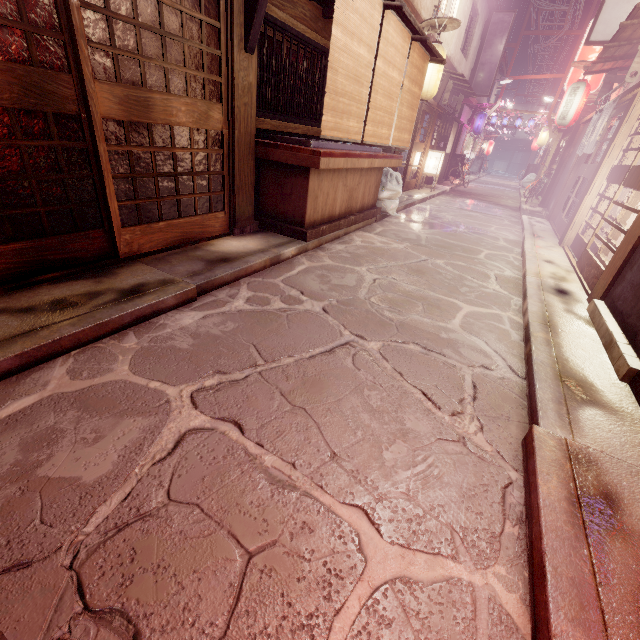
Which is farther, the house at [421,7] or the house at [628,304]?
the house at [421,7]

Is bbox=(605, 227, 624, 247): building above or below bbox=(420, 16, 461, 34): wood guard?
below

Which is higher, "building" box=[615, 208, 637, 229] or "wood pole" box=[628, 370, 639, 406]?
"building" box=[615, 208, 637, 229]

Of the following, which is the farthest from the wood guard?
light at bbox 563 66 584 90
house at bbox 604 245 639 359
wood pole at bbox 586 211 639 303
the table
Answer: house at bbox 604 245 639 359

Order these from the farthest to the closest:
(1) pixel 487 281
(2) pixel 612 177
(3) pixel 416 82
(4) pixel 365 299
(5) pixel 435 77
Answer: (5) pixel 435 77, (3) pixel 416 82, (2) pixel 612 177, (1) pixel 487 281, (4) pixel 365 299

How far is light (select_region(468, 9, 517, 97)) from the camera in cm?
2661

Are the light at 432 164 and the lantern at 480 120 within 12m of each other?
no

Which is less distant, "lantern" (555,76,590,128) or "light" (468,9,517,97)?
"lantern" (555,76,590,128)
